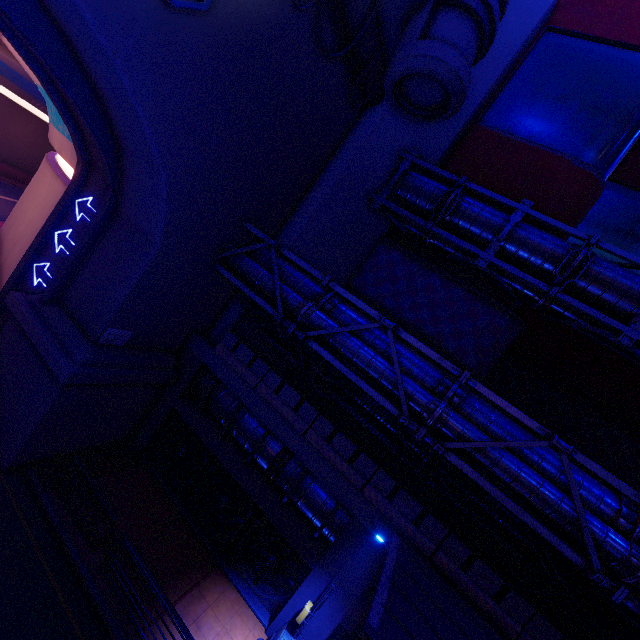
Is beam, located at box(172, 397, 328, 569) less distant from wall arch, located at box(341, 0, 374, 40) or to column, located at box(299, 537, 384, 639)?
column, located at box(299, 537, 384, 639)

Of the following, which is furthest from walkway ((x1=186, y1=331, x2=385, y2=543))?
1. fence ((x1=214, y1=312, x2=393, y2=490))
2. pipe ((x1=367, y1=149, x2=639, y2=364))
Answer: pipe ((x1=367, y1=149, x2=639, y2=364))

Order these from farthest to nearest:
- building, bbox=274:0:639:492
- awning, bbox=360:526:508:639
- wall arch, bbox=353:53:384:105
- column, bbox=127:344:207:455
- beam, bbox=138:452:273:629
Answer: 1. column, bbox=127:344:207:455
2. wall arch, bbox=353:53:384:105
3. beam, bbox=138:452:273:629
4. building, bbox=274:0:639:492
5. awning, bbox=360:526:508:639

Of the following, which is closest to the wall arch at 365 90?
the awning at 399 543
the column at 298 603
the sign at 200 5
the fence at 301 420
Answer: the sign at 200 5

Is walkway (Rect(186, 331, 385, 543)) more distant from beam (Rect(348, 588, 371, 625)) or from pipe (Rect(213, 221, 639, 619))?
pipe (Rect(213, 221, 639, 619))

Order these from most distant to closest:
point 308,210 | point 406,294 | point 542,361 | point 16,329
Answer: point 542,361 < point 406,294 < point 308,210 < point 16,329

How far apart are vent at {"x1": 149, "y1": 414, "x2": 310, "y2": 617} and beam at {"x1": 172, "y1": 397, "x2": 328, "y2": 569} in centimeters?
35cm

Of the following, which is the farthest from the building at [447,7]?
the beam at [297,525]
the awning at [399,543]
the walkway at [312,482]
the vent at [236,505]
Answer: the vent at [236,505]
